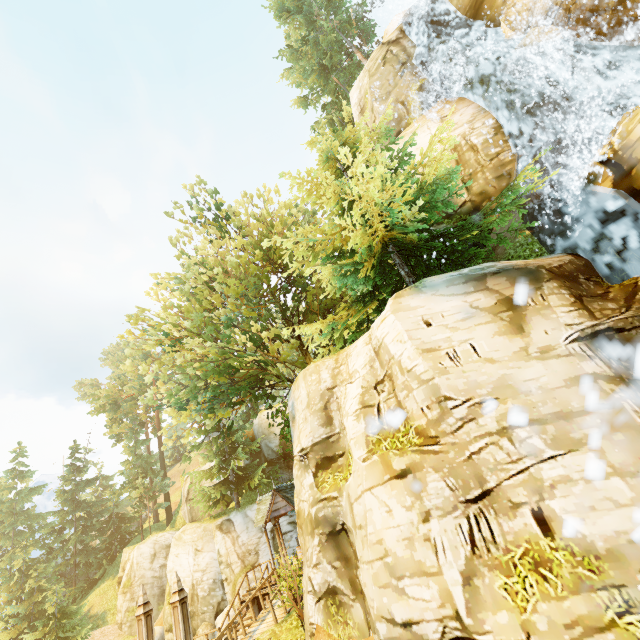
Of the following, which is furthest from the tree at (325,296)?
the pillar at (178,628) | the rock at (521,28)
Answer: the rock at (521,28)

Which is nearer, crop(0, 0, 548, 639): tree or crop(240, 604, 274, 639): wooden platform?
crop(0, 0, 548, 639): tree

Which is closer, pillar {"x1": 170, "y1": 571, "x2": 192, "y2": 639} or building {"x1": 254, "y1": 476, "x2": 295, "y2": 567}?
pillar {"x1": 170, "y1": 571, "x2": 192, "y2": 639}

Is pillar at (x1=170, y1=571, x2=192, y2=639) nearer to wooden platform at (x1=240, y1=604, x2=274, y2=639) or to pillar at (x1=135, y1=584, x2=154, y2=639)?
pillar at (x1=135, y1=584, x2=154, y2=639)

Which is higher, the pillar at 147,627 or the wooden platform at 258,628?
the pillar at 147,627

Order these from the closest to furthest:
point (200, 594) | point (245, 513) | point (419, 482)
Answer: point (419, 482) < point (200, 594) < point (245, 513)

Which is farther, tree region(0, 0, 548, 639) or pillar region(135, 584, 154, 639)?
tree region(0, 0, 548, 639)

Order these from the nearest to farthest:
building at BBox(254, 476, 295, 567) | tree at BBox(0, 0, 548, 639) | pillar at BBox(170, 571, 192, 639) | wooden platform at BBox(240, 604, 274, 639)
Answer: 1. pillar at BBox(170, 571, 192, 639)
2. tree at BBox(0, 0, 548, 639)
3. wooden platform at BBox(240, 604, 274, 639)
4. building at BBox(254, 476, 295, 567)
